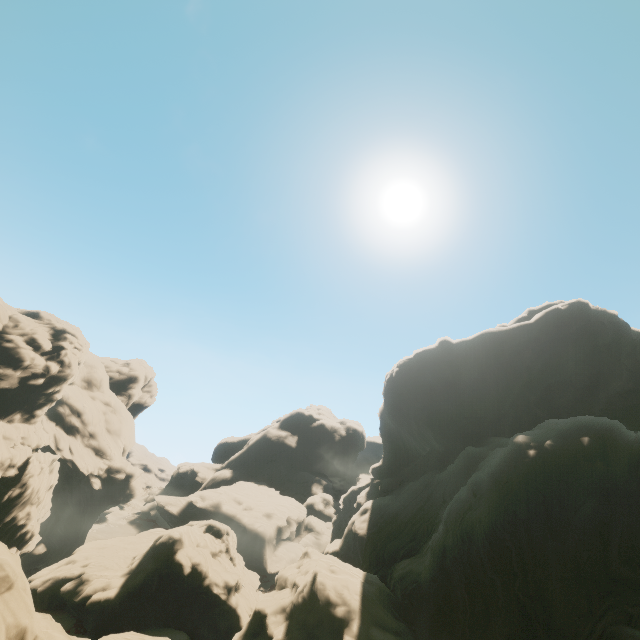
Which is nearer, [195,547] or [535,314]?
[195,547]
